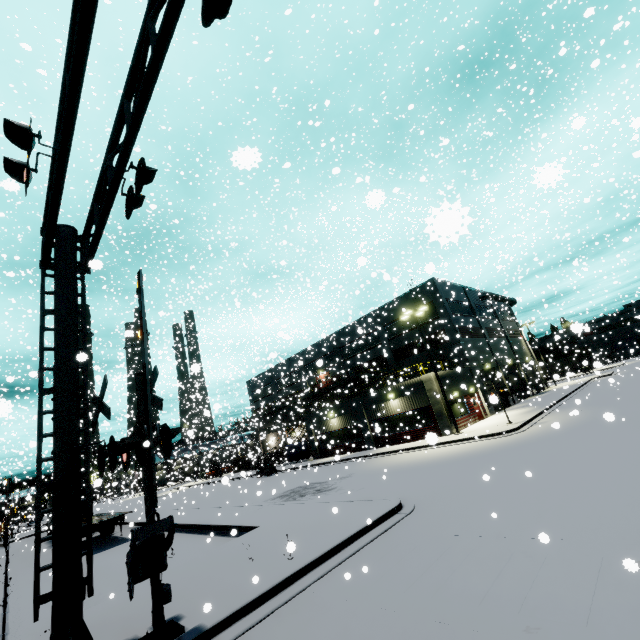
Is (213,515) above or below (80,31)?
below

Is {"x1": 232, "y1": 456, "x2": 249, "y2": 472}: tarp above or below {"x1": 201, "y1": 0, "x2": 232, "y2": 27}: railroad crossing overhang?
below

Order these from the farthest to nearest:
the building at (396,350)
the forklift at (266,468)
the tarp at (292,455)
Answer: the tarp at (292,455), the forklift at (266,468), the building at (396,350)

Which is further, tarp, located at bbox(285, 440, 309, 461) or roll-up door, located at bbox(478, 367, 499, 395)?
tarp, located at bbox(285, 440, 309, 461)

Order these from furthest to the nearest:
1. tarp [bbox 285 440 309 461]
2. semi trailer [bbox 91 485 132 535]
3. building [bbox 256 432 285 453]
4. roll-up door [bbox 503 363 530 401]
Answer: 1. roll-up door [bbox 503 363 530 401]
2. tarp [bbox 285 440 309 461]
3. building [bbox 256 432 285 453]
4. semi trailer [bbox 91 485 132 535]

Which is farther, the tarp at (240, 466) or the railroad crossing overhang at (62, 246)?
the tarp at (240, 466)

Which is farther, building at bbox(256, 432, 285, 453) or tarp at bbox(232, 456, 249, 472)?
tarp at bbox(232, 456, 249, 472)

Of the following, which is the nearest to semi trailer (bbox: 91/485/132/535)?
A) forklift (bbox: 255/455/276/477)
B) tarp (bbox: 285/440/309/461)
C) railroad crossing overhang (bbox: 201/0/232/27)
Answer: tarp (bbox: 285/440/309/461)
